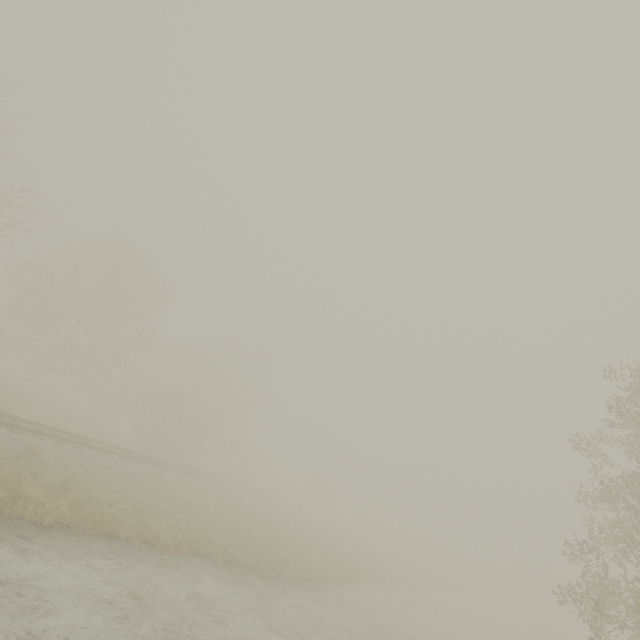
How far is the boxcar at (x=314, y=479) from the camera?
58.2m

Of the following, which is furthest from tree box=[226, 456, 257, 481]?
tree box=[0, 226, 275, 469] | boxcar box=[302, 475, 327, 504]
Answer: boxcar box=[302, 475, 327, 504]

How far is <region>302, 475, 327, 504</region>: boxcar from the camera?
58.2 meters

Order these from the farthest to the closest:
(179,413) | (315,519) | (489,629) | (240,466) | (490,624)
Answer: (240,466)
(315,519)
(490,624)
(489,629)
(179,413)

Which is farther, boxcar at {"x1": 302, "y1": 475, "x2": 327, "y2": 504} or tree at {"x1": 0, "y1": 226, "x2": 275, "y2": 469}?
boxcar at {"x1": 302, "y1": 475, "x2": 327, "y2": 504}

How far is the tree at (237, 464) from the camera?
39.53m

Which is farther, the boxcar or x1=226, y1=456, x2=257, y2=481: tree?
the boxcar
